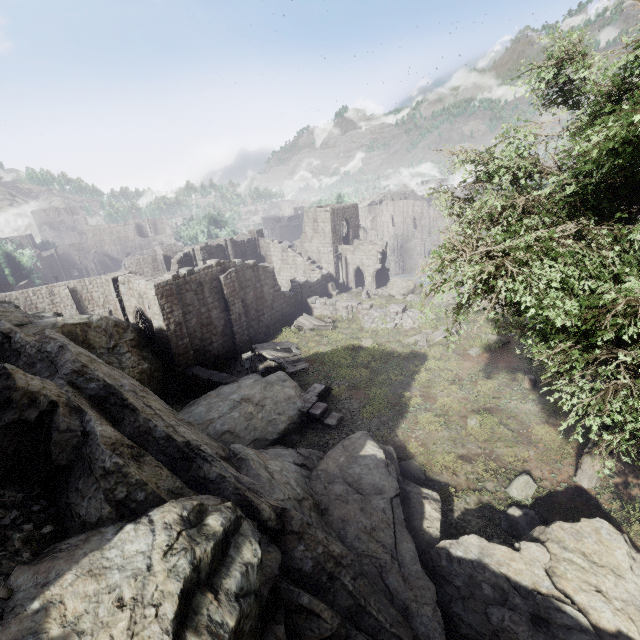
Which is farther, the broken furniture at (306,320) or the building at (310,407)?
the broken furniture at (306,320)

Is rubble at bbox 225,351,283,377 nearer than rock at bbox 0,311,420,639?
No

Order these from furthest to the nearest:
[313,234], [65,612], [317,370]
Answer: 1. [313,234]
2. [317,370]
3. [65,612]

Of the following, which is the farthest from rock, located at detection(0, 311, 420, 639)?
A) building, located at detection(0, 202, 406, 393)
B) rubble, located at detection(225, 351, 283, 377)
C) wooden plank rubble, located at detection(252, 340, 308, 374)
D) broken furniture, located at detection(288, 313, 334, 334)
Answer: broken furniture, located at detection(288, 313, 334, 334)

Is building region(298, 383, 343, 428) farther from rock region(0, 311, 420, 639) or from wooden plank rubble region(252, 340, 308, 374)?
rock region(0, 311, 420, 639)

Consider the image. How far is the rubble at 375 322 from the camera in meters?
25.7 m

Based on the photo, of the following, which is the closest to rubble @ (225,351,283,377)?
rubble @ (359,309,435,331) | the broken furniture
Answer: the broken furniture

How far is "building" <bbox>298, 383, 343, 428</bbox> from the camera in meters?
15.7 m
